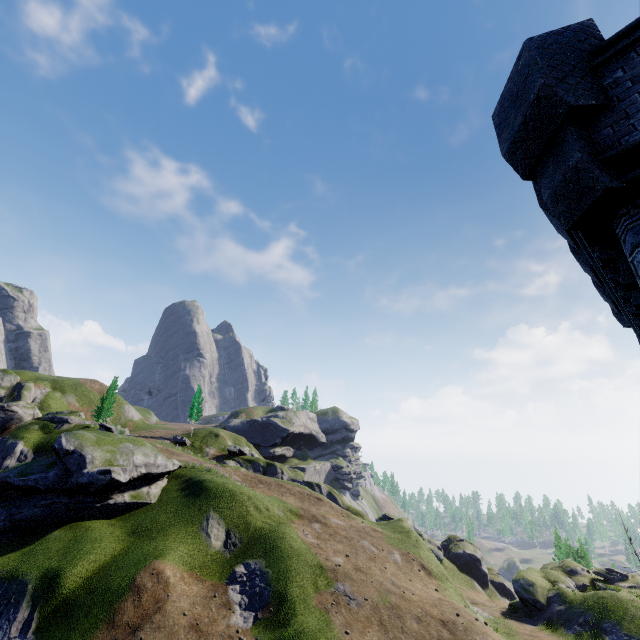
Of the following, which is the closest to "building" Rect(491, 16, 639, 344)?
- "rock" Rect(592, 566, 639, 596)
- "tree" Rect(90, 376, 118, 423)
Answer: "rock" Rect(592, 566, 639, 596)

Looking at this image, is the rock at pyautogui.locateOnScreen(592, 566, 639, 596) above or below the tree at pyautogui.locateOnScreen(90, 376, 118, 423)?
below

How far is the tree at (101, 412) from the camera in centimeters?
5494cm

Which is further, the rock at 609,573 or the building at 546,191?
the rock at 609,573

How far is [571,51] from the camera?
5.11m

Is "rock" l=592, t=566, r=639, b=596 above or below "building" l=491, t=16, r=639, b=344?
below
